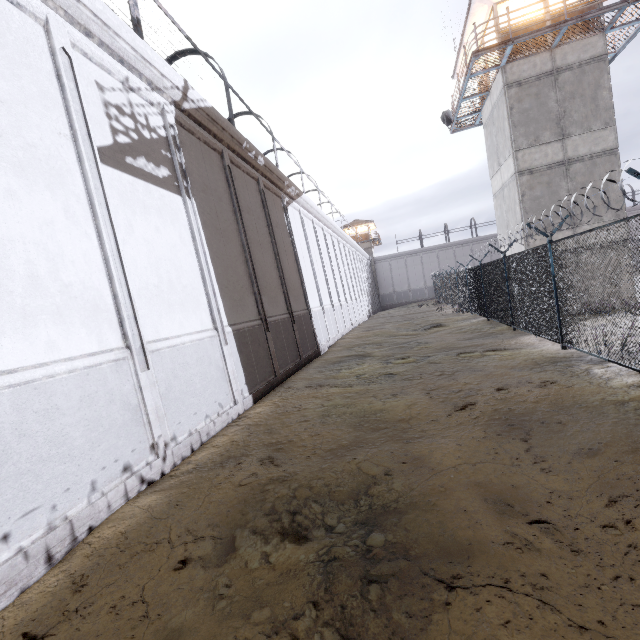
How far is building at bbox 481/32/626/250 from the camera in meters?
14.0 m

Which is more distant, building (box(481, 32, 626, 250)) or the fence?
building (box(481, 32, 626, 250))

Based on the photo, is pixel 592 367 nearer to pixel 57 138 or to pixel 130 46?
pixel 57 138

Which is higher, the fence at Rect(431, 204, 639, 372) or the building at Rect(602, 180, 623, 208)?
the building at Rect(602, 180, 623, 208)

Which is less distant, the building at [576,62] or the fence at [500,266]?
the fence at [500,266]

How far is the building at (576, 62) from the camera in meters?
14.0 m
